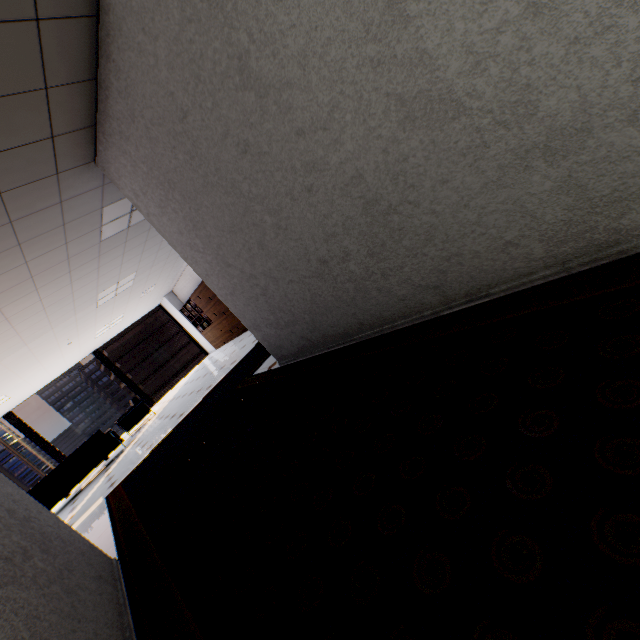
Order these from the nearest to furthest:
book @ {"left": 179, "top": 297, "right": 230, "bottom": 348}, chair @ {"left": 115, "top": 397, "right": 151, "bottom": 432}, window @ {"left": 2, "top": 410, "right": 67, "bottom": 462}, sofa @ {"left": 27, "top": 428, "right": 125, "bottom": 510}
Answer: A: sofa @ {"left": 27, "top": 428, "right": 125, "bottom": 510}, chair @ {"left": 115, "top": 397, "right": 151, "bottom": 432}, window @ {"left": 2, "top": 410, "right": 67, "bottom": 462}, book @ {"left": 179, "top": 297, "right": 230, "bottom": 348}

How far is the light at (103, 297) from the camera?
7.21m

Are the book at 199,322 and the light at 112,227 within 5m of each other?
no

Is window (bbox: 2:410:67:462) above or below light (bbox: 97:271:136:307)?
below

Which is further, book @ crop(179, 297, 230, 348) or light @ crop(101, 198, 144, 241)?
book @ crop(179, 297, 230, 348)

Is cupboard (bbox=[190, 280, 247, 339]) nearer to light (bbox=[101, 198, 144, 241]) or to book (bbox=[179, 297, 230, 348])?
book (bbox=[179, 297, 230, 348])

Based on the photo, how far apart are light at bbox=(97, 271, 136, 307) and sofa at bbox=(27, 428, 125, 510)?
2.95m

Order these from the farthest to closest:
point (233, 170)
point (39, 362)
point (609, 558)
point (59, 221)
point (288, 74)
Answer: point (39, 362), point (59, 221), point (233, 170), point (288, 74), point (609, 558)
